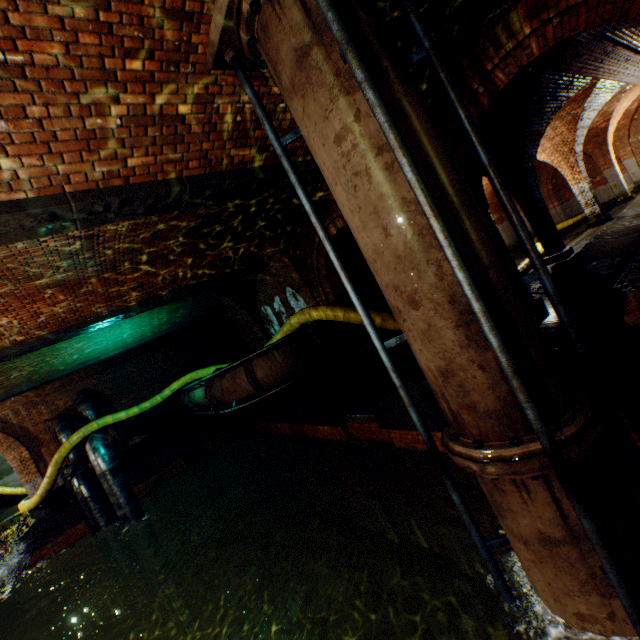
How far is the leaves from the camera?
2.8 meters

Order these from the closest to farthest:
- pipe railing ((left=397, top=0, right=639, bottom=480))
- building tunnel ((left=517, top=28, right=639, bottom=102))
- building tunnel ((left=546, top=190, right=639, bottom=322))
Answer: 1. pipe railing ((left=397, top=0, right=639, bottom=480))
2. building tunnel ((left=546, top=190, right=639, bottom=322))
3. building tunnel ((left=517, top=28, right=639, bottom=102))

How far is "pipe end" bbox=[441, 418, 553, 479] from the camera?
2.3m

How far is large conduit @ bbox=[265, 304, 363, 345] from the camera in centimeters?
848cm

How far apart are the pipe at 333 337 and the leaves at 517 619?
6.3m

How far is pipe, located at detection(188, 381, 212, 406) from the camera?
10.5 meters

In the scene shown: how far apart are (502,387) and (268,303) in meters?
11.9 m

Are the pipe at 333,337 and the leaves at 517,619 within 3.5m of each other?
no
